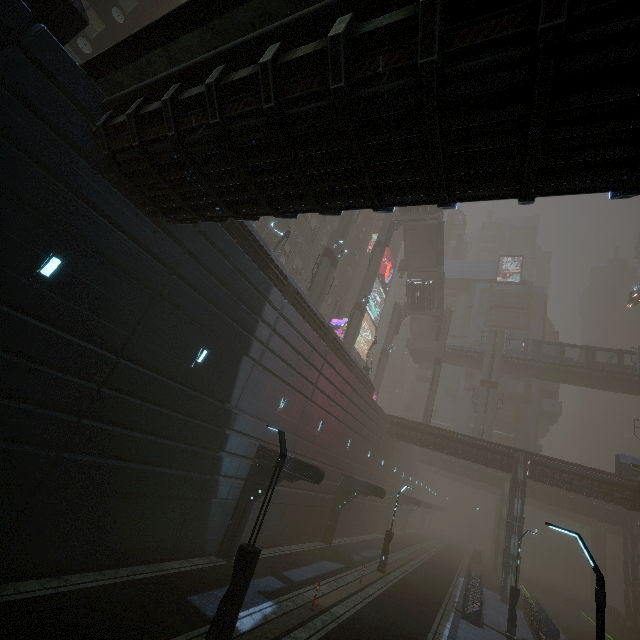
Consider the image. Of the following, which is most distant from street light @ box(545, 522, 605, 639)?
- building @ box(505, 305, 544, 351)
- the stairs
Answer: building @ box(505, 305, 544, 351)

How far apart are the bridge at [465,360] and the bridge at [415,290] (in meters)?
7.65

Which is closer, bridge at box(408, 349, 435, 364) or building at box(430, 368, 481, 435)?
bridge at box(408, 349, 435, 364)

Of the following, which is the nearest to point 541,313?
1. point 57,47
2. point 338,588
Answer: point 338,588

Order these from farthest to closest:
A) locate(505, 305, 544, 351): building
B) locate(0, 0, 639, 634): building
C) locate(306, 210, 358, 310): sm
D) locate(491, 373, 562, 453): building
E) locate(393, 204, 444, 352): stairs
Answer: locate(505, 305, 544, 351): building, locate(491, 373, 562, 453): building, locate(393, 204, 444, 352): stairs, locate(306, 210, 358, 310): sm, locate(0, 0, 639, 634): building

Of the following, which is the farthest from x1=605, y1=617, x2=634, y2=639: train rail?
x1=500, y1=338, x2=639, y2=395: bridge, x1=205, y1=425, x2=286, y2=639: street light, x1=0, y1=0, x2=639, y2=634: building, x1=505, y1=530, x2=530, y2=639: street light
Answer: x1=500, y1=338, x2=639, y2=395: bridge

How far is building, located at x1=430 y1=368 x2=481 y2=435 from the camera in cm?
5462

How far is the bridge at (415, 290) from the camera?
43.8m
